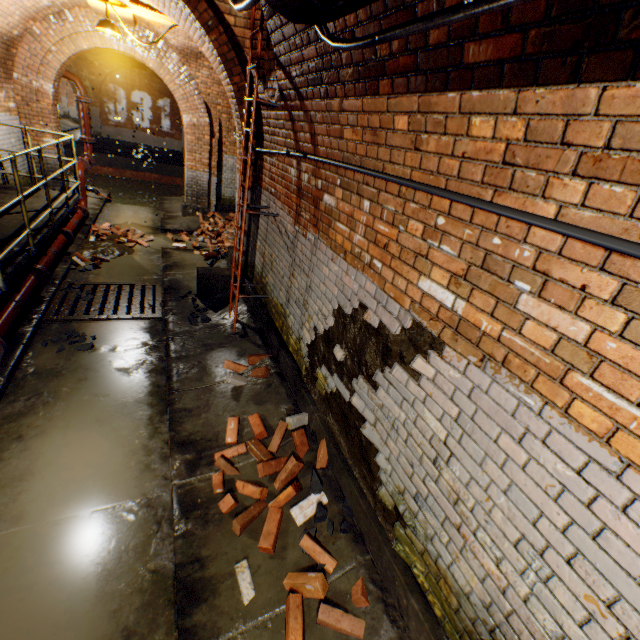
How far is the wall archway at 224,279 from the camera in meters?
5.8 m

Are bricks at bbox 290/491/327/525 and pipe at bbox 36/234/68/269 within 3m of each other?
no

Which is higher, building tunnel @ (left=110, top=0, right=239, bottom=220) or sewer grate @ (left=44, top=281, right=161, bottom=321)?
building tunnel @ (left=110, top=0, right=239, bottom=220)

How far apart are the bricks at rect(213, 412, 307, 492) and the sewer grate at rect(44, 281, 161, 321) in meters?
2.8 m

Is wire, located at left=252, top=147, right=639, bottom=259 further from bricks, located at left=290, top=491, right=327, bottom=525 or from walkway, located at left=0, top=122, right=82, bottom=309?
walkway, located at left=0, top=122, right=82, bottom=309

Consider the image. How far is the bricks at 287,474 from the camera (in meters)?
3.00

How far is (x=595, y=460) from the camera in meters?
1.2

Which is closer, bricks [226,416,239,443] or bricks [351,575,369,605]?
bricks [351,575,369,605]
